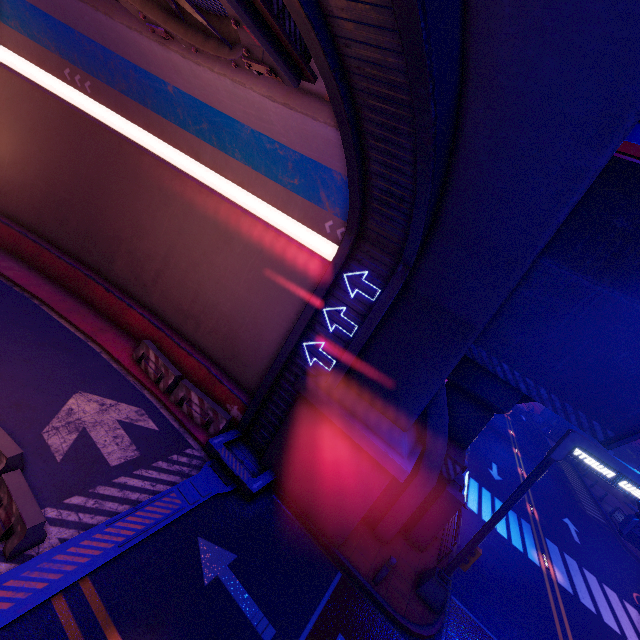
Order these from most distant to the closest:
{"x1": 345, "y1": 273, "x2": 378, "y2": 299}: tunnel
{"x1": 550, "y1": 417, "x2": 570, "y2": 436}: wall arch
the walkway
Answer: {"x1": 550, "y1": 417, "x2": 570, "y2": 436}: wall arch
{"x1": 345, "y1": 273, "x2": 378, "y2": 299}: tunnel
the walkway

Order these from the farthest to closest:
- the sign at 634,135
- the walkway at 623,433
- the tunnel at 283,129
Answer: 1. the walkway at 623,433
2. the tunnel at 283,129
3. the sign at 634,135

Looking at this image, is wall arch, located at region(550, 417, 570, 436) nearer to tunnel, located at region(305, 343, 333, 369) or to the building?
the building

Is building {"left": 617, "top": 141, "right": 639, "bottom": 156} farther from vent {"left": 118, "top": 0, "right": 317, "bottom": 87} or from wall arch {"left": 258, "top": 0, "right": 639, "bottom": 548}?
vent {"left": 118, "top": 0, "right": 317, "bottom": 87}

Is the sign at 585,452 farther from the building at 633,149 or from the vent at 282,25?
the building at 633,149

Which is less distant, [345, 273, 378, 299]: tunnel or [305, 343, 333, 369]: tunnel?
[345, 273, 378, 299]: tunnel

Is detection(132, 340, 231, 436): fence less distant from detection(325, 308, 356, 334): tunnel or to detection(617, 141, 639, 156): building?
detection(325, 308, 356, 334): tunnel

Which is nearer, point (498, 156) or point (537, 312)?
point (498, 156)
